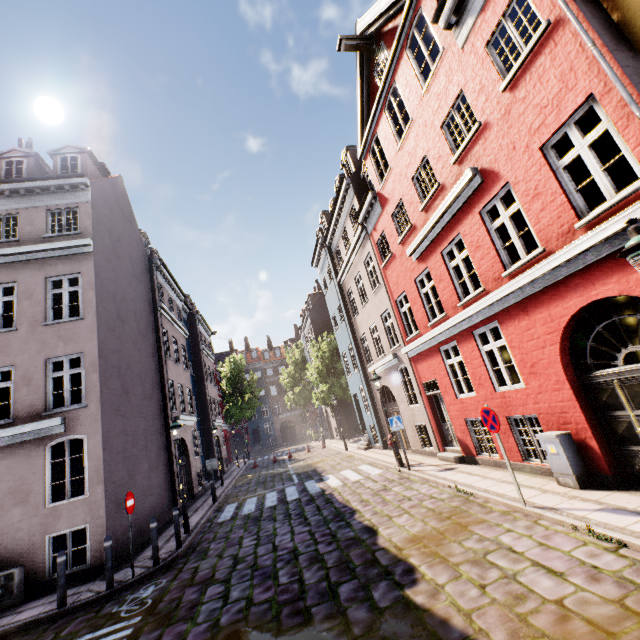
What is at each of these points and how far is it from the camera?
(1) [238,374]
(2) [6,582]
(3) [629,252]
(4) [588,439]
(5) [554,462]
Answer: (1) tree, 43.03m
(2) electrical box, 8.18m
(3) street light, 3.73m
(4) building, 6.46m
(5) electrical box, 6.84m

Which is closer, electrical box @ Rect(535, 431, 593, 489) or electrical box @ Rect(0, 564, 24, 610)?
electrical box @ Rect(535, 431, 593, 489)

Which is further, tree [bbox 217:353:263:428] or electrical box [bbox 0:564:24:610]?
tree [bbox 217:353:263:428]

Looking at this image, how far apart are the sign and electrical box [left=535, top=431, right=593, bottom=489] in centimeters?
123cm

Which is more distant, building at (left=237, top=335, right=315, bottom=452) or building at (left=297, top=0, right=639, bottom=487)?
building at (left=237, top=335, right=315, bottom=452)

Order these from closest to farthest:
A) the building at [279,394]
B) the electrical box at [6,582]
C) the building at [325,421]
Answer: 1. the electrical box at [6,582]
2. the building at [325,421]
3. the building at [279,394]

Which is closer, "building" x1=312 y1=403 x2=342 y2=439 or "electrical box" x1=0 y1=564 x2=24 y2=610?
"electrical box" x1=0 y1=564 x2=24 y2=610

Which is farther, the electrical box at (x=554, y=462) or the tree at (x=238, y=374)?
the tree at (x=238, y=374)
